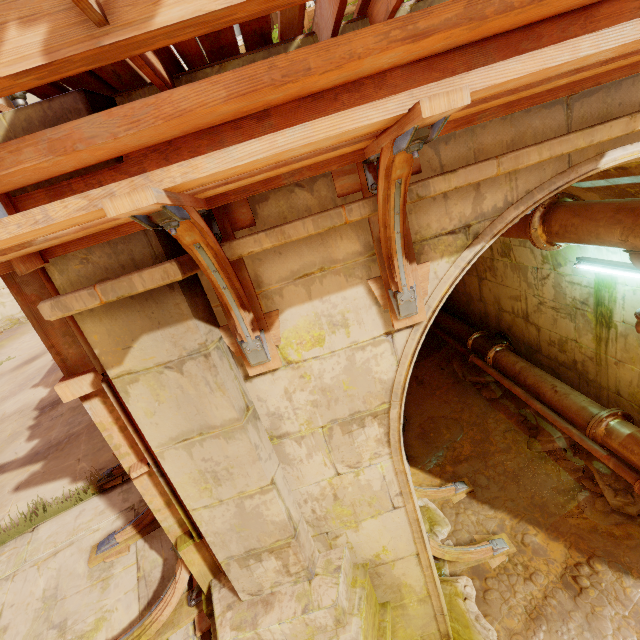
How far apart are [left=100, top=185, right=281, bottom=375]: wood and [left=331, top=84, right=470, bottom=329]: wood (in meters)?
0.56

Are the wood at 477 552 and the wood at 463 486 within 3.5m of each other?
yes

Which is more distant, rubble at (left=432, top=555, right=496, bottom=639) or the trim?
rubble at (left=432, top=555, right=496, bottom=639)

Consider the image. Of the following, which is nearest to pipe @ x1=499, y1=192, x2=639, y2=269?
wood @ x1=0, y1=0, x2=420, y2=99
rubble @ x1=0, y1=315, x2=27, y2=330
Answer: wood @ x1=0, y1=0, x2=420, y2=99

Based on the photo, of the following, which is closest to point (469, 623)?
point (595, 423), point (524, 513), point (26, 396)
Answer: point (524, 513)

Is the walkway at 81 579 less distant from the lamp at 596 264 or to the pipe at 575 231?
the pipe at 575 231

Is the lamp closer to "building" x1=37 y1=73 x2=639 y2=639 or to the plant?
"building" x1=37 y1=73 x2=639 y2=639

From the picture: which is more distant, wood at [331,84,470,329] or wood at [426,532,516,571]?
wood at [426,532,516,571]
